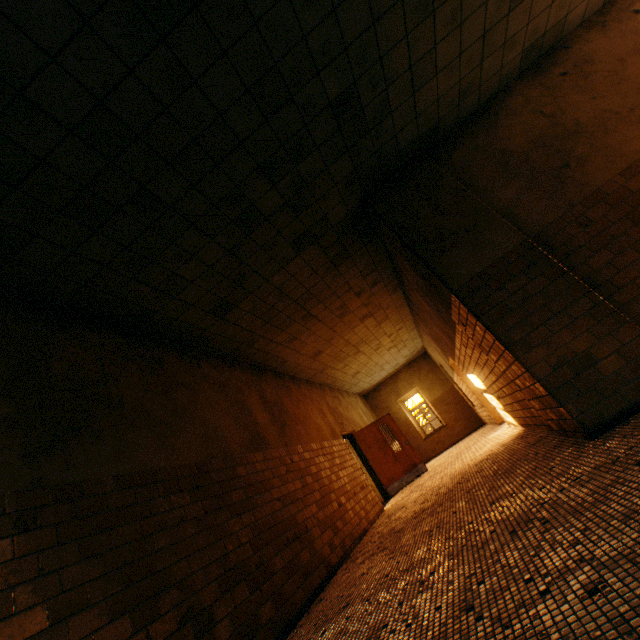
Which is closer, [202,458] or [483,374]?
[202,458]

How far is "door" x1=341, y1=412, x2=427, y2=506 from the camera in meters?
9.9

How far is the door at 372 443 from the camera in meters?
9.9
